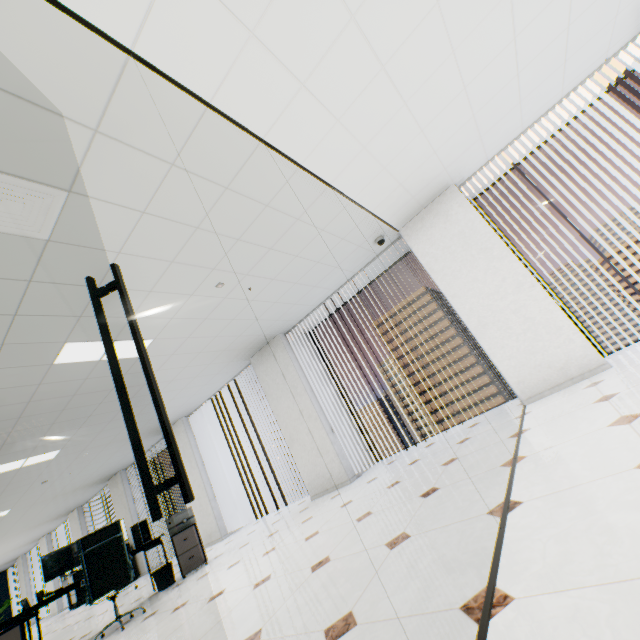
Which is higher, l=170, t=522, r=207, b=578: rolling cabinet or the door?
the door

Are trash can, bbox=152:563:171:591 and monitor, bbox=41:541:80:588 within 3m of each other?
yes

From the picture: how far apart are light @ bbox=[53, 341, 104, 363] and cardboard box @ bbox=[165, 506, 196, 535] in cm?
298

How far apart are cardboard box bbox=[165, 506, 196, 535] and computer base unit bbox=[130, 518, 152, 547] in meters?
0.3

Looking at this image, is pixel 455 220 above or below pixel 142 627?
above

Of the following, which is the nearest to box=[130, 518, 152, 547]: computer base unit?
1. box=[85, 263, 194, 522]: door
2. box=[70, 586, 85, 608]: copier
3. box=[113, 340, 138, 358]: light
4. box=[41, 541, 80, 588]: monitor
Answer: box=[41, 541, 80, 588]: monitor

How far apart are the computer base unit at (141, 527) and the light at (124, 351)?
3.1 meters

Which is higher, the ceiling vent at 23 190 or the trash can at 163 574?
the ceiling vent at 23 190
